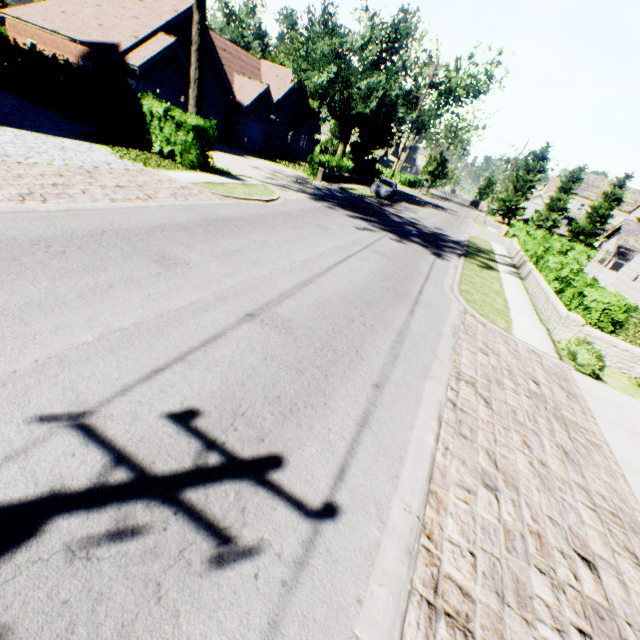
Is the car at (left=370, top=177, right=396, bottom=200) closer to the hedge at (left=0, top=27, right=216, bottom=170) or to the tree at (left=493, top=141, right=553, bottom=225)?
the tree at (left=493, top=141, right=553, bottom=225)

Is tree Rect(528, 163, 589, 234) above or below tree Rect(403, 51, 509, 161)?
below

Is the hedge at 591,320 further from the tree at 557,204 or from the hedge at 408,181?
the hedge at 408,181

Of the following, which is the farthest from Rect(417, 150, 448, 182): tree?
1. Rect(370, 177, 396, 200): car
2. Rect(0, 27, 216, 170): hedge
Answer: Rect(370, 177, 396, 200): car

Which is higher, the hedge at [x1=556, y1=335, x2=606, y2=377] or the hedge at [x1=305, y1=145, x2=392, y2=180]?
the hedge at [x1=305, y1=145, x2=392, y2=180]

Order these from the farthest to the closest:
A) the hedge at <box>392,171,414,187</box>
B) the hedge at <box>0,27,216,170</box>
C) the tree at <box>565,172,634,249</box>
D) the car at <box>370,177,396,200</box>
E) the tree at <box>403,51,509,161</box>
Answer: the hedge at <box>392,171,414,187</box>
the tree at <box>565,172,634,249</box>
the tree at <box>403,51,509,161</box>
the car at <box>370,177,396,200</box>
the hedge at <box>0,27,216,170</box>

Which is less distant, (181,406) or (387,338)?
(181,406)

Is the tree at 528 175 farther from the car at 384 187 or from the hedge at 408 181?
the car at 384 187
